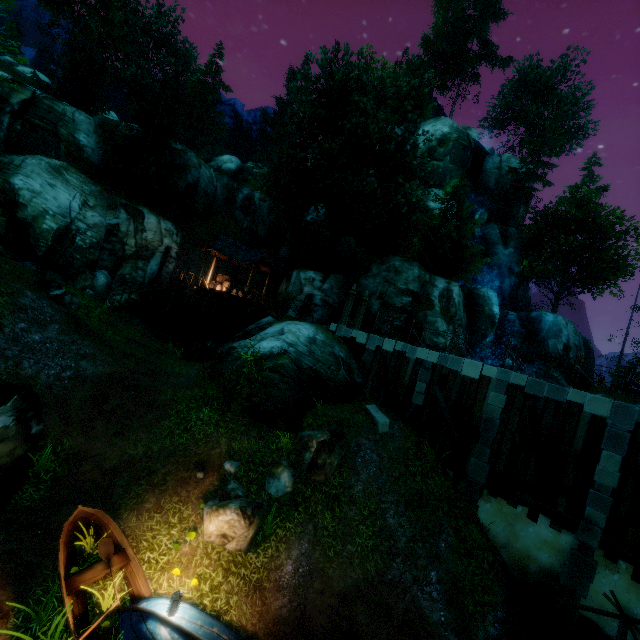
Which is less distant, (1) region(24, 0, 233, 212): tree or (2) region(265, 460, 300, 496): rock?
(2) region(265, 460, 300, 496): rock

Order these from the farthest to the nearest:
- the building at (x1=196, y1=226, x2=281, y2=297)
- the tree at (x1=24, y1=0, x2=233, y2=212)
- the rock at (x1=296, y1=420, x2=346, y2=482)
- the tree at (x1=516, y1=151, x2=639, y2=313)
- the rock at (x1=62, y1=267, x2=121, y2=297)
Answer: the tree at (x1=516, y1=151, x2=639, y2=313) < the building at (x1=196, y1=226, x2=281, y2=297) < the tree at (x1=24, y1=0, x2=233, y2=212) < the rock at (x1=62, y1=267, x2=121, y2=297) < the rock at (x1=296, y1=420, x2=346, y2=482)

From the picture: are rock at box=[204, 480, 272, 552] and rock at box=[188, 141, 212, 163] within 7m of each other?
no

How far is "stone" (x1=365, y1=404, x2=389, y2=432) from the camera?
14.3 meters

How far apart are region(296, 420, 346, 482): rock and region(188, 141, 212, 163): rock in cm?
5153

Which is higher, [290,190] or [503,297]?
[290,190]

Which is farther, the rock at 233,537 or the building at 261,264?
the building at 261,264

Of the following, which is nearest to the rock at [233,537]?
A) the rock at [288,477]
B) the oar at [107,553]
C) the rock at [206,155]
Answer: the rock at [288,477]
